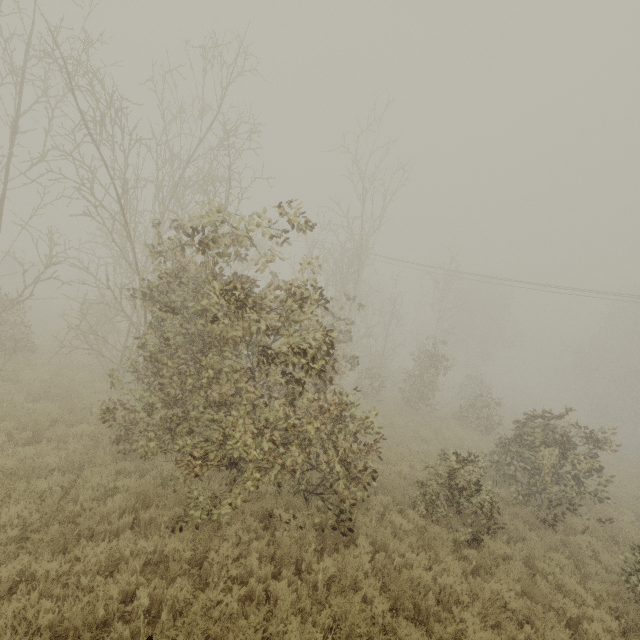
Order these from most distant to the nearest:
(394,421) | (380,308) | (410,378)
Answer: (410,378) → (380,308) → (394,421)
